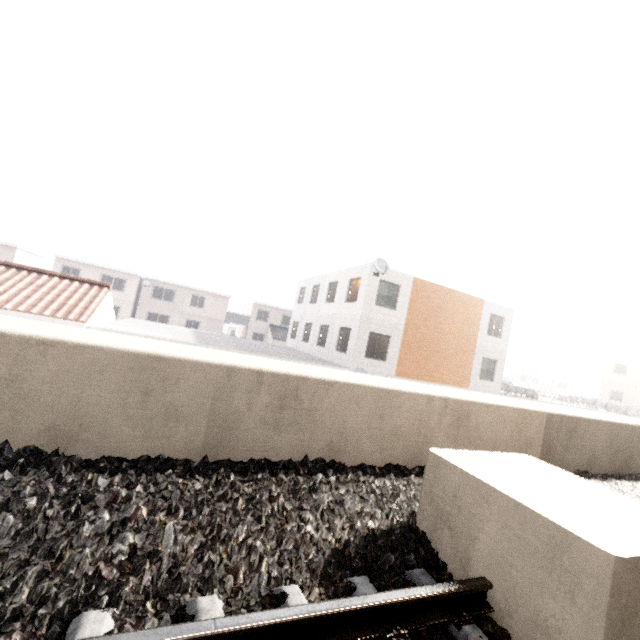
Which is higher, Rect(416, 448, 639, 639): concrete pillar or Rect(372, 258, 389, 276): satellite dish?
A: Rect(372, 258, 389, 276): satellite dish

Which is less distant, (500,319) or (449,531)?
(449,531)

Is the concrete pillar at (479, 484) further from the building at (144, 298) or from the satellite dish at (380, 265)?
the building at (144, 298)

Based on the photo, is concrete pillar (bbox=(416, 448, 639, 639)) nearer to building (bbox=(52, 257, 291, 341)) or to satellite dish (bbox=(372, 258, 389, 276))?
satellite dish (bbox=(372, 258, 389, 276))

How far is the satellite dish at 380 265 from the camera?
17.14m

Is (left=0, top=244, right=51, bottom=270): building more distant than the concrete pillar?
Yes

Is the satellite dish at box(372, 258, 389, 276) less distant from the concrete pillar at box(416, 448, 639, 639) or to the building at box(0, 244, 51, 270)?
the concrete pillar at box(416, 448, 639, 639)
